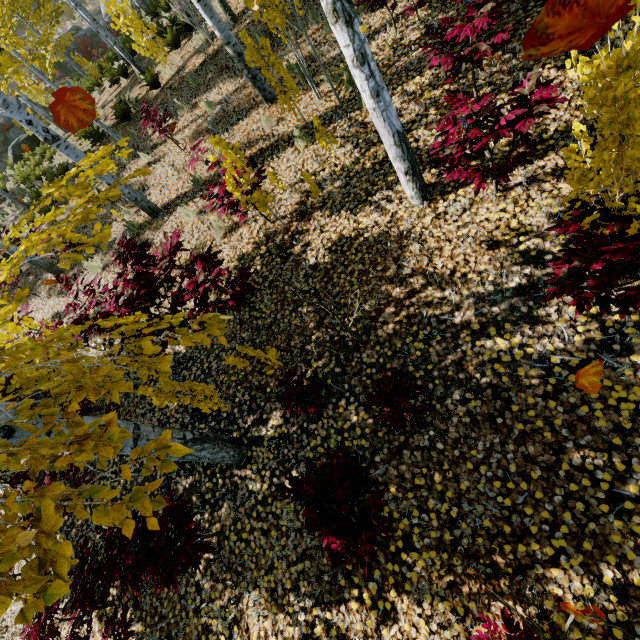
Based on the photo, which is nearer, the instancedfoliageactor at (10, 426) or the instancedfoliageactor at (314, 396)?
the instancedfoliageactor at (10, 426)

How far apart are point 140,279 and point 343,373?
2.87m

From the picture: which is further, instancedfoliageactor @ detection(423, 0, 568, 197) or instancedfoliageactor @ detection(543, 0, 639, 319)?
instancedfoliageactor @ detection(423, 0, 568, 197)

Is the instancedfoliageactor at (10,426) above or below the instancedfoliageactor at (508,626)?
above

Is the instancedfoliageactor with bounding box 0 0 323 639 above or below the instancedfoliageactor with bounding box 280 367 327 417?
above

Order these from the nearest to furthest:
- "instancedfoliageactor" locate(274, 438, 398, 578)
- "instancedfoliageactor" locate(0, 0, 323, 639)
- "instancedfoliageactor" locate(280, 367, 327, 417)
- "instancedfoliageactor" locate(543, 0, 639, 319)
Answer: "instancedfoliageactor" locate(0, 0, 323, 639), "instancedfoliageactor" locate(543, 0, 639, 319), "instancedfoliageactor" locate(274, 438, 398, 578), "instancedfoliageactor" locate(280, 367, 327, 417)

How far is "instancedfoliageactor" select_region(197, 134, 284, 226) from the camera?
4.2 meters

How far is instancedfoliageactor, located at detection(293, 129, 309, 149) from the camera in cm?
547
